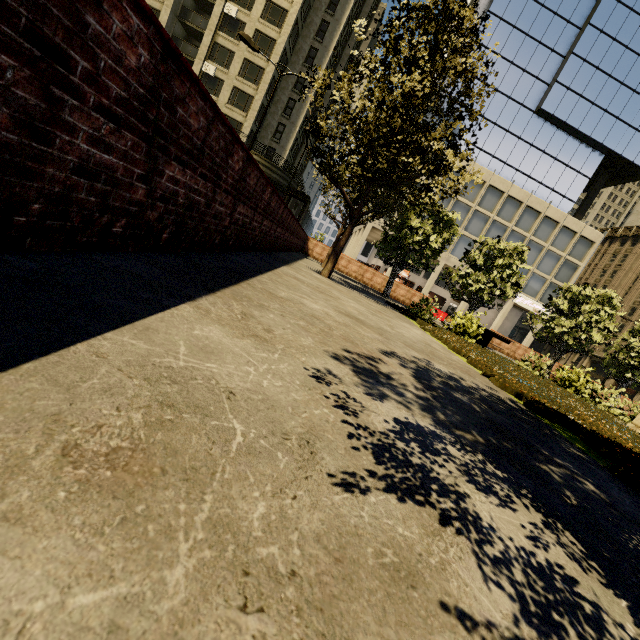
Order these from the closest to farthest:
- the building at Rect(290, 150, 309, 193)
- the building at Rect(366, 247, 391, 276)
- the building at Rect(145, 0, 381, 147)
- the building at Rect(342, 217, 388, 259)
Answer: the building at Rect(145, 0, 381, 147)
the building at Rect(342, 217, 388, 259)
the building at Rect(366, 247, 391, 276)
the building at Rect(290, 150, 309, 193)

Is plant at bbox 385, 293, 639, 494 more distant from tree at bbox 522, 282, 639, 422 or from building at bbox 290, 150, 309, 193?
building at bbox 290, 150, 309, 193

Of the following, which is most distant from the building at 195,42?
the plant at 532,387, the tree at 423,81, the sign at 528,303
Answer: the plant at 532,387

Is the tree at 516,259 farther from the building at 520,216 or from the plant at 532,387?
the building at 520,216

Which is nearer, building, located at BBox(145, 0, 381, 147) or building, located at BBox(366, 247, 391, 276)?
building, located at BBox(145, 0, 381, 147)

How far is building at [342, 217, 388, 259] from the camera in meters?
37.1

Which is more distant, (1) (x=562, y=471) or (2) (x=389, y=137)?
(2) (x=389, y=137)
